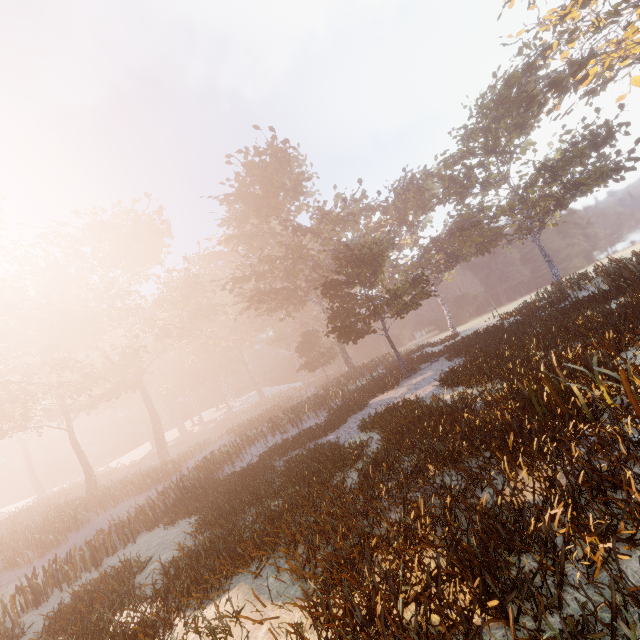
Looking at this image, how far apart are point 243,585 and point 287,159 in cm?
3573
